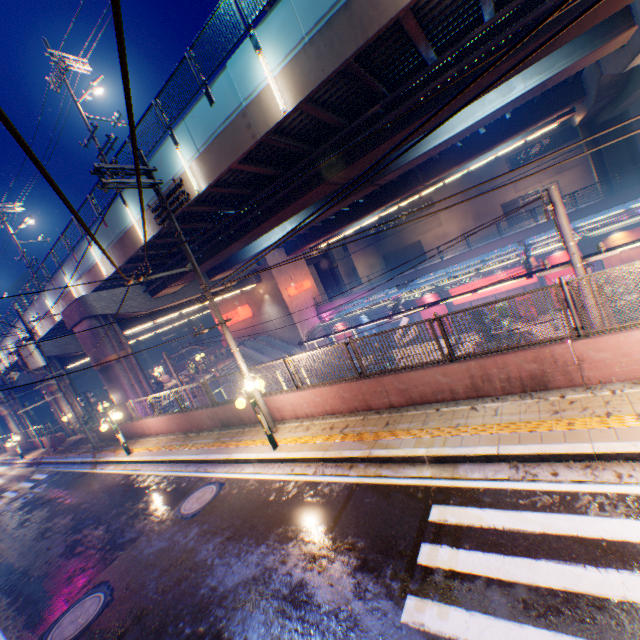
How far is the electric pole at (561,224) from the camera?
7.4 meters

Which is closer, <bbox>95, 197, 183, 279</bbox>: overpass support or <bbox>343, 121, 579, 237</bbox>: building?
<bbox>95, 197, 183, 279</bbox>: overpass support

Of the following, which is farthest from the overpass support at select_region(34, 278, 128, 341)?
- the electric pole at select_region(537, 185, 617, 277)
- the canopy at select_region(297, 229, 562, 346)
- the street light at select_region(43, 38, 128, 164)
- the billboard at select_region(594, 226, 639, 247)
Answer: the billboard at select_region(594, 226, 639, 247)

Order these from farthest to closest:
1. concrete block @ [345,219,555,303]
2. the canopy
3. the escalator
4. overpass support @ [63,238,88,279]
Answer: the escalator → concrete block @ [345,219,555,303] → overpass support @ [63,238,88,279] → the canopy

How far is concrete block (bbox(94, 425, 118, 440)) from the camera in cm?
2057

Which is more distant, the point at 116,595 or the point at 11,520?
the point at 11,520

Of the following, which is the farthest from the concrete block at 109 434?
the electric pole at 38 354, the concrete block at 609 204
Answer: the concrete block at 609 204

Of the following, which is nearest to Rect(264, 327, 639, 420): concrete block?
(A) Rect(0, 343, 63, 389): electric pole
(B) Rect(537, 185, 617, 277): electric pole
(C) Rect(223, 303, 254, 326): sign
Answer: (A) Rect(0, 343, 63, 389): electric pole
